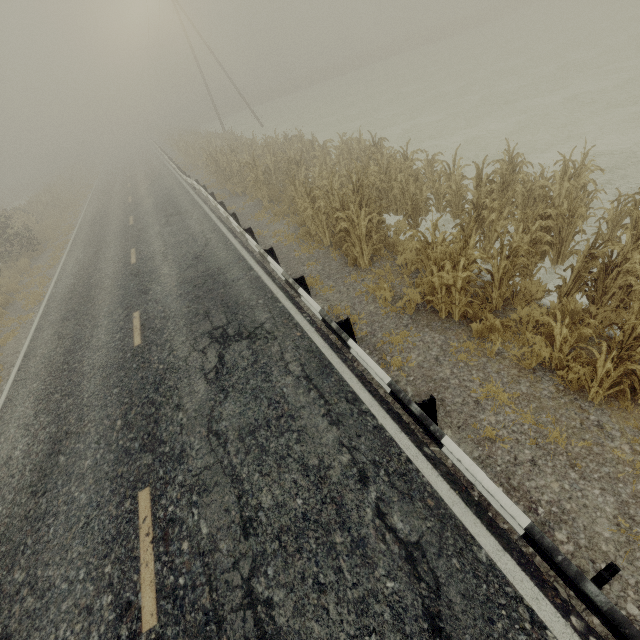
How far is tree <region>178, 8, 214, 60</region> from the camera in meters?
57.5 m

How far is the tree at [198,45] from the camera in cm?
5750

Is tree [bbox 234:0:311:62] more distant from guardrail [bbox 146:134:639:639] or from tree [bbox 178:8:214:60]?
guardrail [bbox 146:134:639:639]

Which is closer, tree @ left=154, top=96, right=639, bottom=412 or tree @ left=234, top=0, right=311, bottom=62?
tree @ left=154, top=96, right=639, bottom=412

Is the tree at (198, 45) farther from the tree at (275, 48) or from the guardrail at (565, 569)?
the tree at (275, 48)

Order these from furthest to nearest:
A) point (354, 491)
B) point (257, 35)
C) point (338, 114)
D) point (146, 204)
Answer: point (257, 35), point (338, 114), point (146, 204), point (354, 491)

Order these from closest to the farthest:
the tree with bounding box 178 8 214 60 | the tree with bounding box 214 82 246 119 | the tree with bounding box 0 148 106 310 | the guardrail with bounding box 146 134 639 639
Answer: the guardrail with bounding box 146 134 639 639, the tree with bounding box 0 148 106 310, the tree with bounding box 214 82 246 119, the tree with bounding box 178 8 214 60
